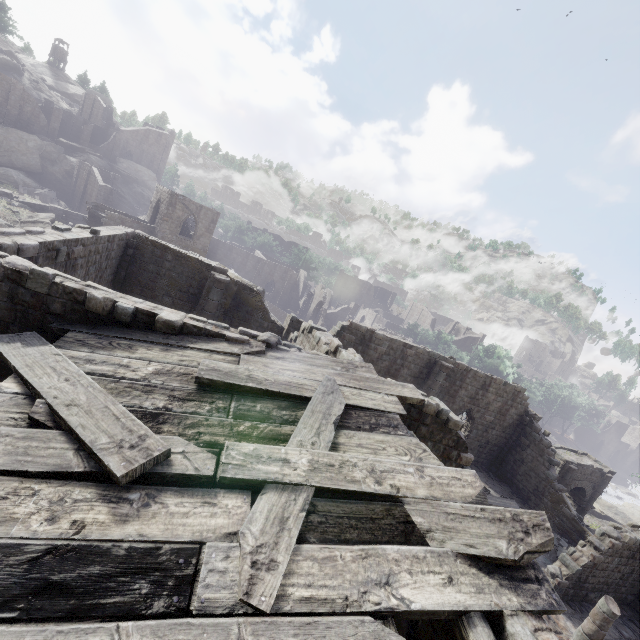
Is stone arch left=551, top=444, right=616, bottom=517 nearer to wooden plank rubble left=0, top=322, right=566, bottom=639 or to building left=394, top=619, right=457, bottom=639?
building left=394, top=619, right=457, bottom=639

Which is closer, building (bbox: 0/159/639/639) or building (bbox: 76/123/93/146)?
building (bbox: 0/159/639/639)

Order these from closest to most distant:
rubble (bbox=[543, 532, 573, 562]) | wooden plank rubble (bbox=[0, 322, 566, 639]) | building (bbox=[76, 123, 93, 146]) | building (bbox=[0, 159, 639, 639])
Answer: wooden plank rubble (bbox=[0, 322, 566, 639]) → building (bbox=[0, 159, 639, 639]) → rubble (bbox=[543, 532, 573, 562]) → building (bbox=[76, 123, 93, 146])

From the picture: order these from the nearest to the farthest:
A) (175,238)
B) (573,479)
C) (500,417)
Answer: (500,417), (573,479), (175,238)

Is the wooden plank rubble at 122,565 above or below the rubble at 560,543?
above

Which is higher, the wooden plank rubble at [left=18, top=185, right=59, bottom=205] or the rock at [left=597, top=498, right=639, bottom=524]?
the wooden plank rubble at [left=18, top=185, right=59, bottom=205]

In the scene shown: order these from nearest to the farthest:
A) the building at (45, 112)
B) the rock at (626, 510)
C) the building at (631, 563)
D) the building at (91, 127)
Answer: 1. the building at (631, 563)
2. the rock at (626, 510)
3. the building at (45, 112)
4. the building at (91, 127)

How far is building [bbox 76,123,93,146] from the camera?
58.6 meters
